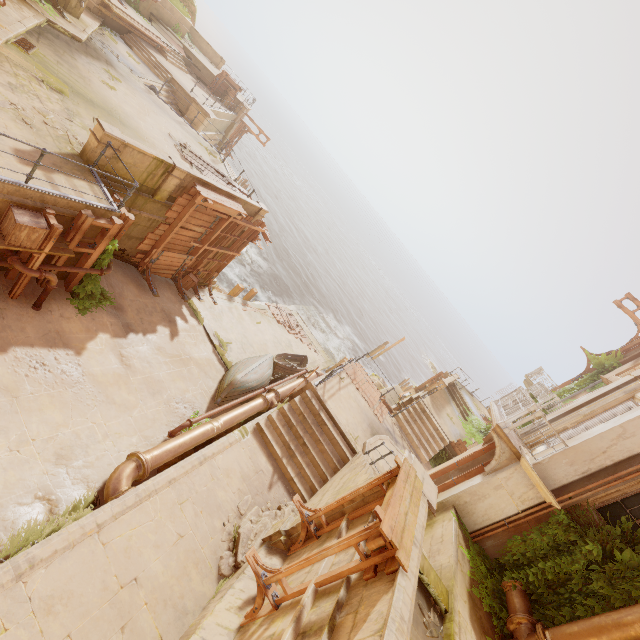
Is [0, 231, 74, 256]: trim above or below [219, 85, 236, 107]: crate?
below

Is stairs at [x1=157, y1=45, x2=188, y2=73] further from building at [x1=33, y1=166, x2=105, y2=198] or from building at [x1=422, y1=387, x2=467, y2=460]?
building at [x1=422, y1=387, x2=467, y2=460]

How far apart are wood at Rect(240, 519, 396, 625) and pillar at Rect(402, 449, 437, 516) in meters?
1.6

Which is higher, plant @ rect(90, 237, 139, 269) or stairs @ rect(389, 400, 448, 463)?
stairs @ rect(389, 400, 448, 463)

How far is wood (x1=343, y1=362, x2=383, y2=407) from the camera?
15.38m

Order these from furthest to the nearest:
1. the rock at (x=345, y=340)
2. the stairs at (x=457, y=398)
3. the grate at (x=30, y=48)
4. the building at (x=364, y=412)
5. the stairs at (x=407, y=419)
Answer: the rock at (x=345, y=340)
the stairs at (x=457, y=398)
the stairs at (x=407, y=419)
the building at (x=364, y=412)
the grate at (x=30, y=48)

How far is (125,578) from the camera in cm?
574

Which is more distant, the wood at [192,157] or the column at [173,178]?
the wood at [192,157]
